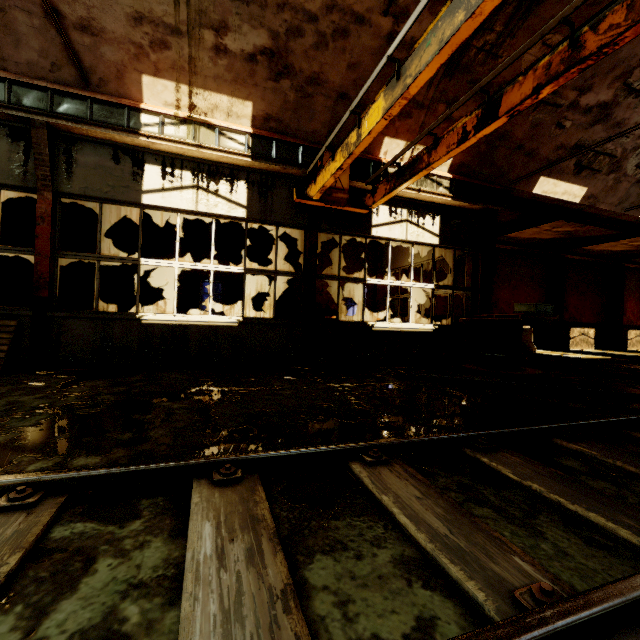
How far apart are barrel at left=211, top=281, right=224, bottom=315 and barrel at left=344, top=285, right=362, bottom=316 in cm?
395

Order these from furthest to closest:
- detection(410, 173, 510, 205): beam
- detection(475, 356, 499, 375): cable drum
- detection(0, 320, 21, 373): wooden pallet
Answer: detection(410, 173, 510, 205): beam
detection(475, 356, 499, 375): cable drum
detection(0, 320, 21, 373): wooden pallet

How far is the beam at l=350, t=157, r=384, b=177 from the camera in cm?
729

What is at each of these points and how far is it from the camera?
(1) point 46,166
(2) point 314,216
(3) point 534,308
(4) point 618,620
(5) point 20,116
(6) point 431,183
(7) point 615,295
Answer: (1) pillar, 5.5 meters
(2) pillar, 7.2 meters
(3) ammo box, 6.8 meters
(4) rail track, 1.0 meters
(5) crane rail, 5.3 meters
(6) beam, 8.0 meters
(7) pillar, 18.4 meters

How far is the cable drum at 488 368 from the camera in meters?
7.0

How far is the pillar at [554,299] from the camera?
16.7m

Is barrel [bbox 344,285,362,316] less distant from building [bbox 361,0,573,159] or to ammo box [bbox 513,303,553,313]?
building [bbox 361,0,573,159]

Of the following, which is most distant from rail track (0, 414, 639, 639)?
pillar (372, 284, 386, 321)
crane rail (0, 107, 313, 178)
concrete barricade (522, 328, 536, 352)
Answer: pillar (372, 284, 386, 321)
